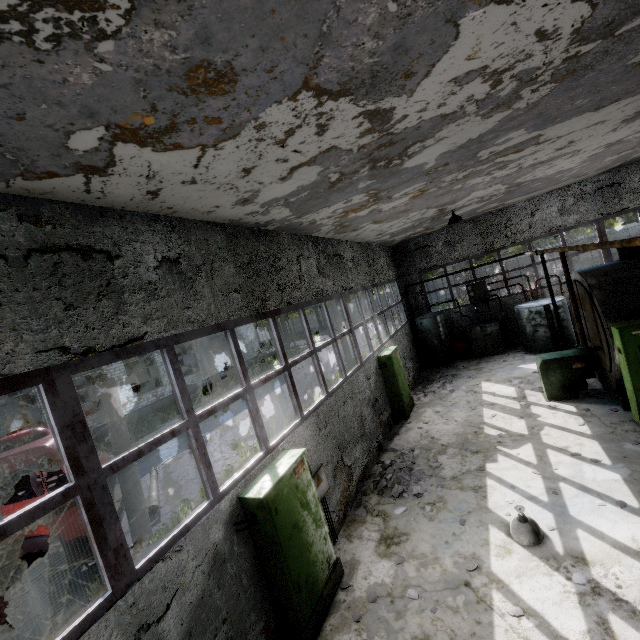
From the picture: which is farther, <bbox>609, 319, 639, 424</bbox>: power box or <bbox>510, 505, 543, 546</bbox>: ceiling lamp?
<bbox>609, 319, 639, 424</bbox>: power box

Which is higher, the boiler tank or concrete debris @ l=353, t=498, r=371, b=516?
the boiler tank

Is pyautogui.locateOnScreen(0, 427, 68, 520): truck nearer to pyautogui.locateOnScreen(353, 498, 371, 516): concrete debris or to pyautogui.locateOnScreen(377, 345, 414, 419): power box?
pyautogui.locateOnScreen(353, 498, 371, 516): concrete debris

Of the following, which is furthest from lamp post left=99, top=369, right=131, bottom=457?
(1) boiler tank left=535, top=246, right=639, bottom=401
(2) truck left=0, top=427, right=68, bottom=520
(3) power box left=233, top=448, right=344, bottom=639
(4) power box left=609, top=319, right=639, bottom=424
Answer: (4) power box left=609, top=319, right=639, bottom=424

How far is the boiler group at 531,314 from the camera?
14.1 meters

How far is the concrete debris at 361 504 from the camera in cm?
740

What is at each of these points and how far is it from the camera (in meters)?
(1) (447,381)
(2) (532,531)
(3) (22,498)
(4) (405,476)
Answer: (1) concrete debris, 14.23
(2) ceiling lamp, 5.47
(3) truck, 7.45
(4) concrete debris, 8.15

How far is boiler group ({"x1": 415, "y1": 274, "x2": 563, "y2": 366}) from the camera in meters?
14.1
